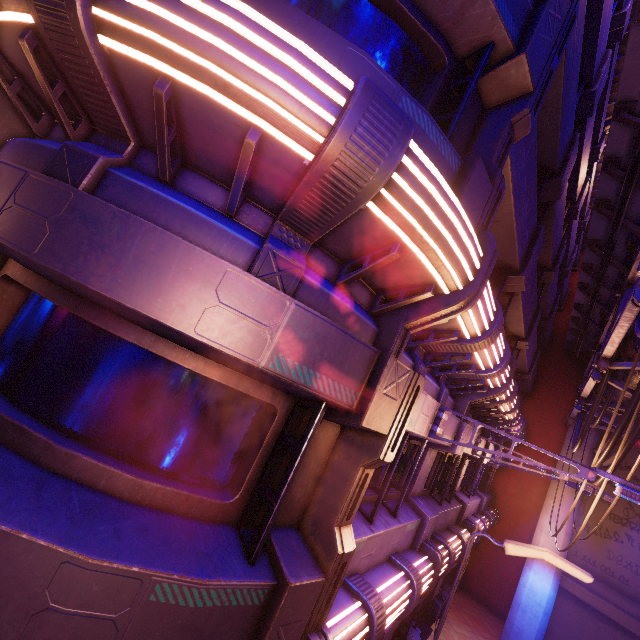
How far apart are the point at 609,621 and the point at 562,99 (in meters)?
19.79

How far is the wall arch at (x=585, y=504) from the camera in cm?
1526

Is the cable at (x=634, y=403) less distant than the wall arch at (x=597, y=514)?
Yes

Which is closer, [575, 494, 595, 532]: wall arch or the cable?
the cable

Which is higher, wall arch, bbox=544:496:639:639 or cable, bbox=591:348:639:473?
cable, bbox=591:348:639:473

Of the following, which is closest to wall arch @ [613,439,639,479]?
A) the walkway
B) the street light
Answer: the walkway

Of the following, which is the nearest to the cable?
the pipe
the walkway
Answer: the pipe

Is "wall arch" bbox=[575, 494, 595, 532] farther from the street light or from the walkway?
the street light
